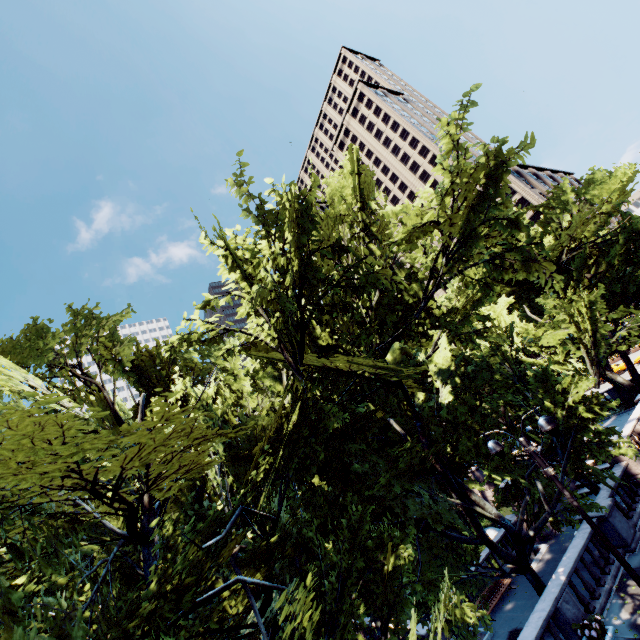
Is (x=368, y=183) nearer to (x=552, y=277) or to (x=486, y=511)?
(x=552, y=277)

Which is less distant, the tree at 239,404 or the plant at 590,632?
the tree at 239,404

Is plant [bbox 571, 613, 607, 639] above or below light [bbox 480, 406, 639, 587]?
below

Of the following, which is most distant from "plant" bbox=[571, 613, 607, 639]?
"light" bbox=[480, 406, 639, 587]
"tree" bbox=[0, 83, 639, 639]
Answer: "light" bbox=[480, 406, 639, 587]

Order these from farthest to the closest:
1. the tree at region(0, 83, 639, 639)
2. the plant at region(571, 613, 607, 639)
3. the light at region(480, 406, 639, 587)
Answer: the plant at region(571, 613, 607, 639), the light at region(480, 406, 639, 587), the tree at region(0, 83, 639, 639)

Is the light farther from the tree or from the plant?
the plant

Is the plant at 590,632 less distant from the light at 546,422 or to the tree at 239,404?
the tree at 239,404
